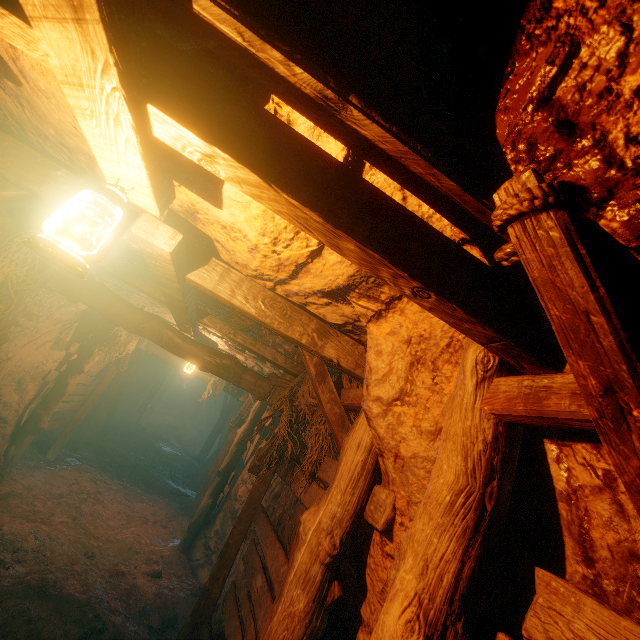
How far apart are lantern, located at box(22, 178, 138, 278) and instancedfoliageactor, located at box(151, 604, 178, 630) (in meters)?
6.22

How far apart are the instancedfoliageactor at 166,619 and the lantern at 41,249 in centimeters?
622cm

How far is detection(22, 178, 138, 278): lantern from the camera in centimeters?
128cm

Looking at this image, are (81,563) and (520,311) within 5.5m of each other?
no

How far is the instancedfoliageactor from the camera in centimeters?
496cm

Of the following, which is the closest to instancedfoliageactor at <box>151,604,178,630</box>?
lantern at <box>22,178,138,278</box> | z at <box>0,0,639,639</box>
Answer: z at <box>0,0,639,639</box>

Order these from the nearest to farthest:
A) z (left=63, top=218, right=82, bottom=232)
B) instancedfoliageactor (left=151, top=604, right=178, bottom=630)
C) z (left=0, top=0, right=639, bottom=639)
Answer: z (left=0, top=0, right=639, bottom=639)
z (left=63, top=218, right=82, bottom=232)
instancedfoliageactor (left=151, top=604, right=178, bottom=630)

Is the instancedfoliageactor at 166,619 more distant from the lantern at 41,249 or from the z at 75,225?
the lantern at 41,249
